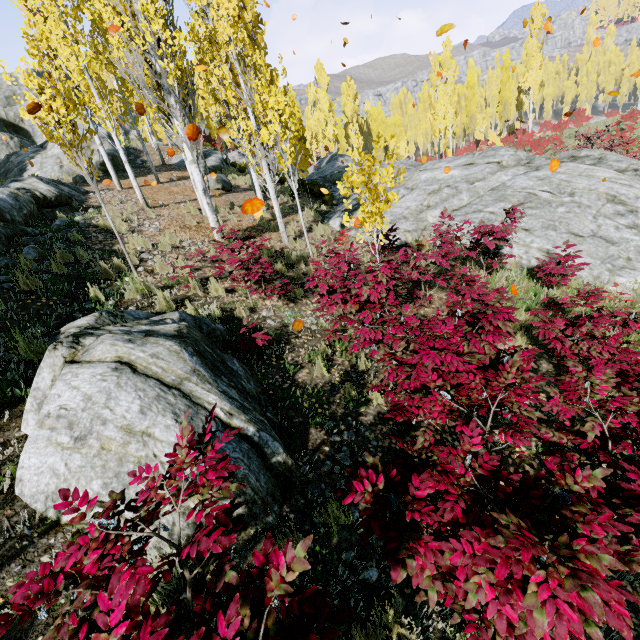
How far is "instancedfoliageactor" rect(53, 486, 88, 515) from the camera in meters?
1.8

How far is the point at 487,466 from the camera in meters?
2.4 m

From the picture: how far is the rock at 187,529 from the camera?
2.6m

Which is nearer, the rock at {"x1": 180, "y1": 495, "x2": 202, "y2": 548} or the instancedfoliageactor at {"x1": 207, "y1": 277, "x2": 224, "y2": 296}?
the rock at {"x1": 180, "y1": 495, "x2": 202, "y2": 548}

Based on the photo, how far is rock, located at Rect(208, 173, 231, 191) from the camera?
16.73m

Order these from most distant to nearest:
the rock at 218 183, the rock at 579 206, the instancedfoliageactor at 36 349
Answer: the rock at 218 183, the rock at 579 206, the instancedfoliageactor at 36 349

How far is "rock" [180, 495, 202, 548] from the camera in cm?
264
